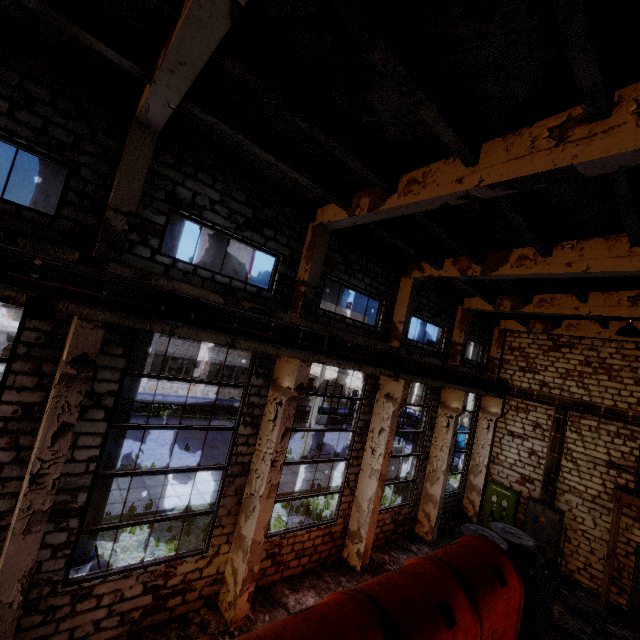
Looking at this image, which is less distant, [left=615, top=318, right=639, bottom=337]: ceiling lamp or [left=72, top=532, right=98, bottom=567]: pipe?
[left=72, top=532, right=98, bottom=567]: pipe

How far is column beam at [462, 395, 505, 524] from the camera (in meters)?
16.16

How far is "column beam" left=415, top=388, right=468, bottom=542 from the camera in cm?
1343

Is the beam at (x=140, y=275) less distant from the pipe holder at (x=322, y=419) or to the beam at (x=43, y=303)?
the beam at (x=43, y=303)

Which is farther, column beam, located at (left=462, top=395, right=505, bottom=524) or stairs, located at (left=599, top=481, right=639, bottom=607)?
column beam, located at (left=462, top=395, right=505, bottom=524)

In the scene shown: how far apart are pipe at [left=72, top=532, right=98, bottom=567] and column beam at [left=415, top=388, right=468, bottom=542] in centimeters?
1180cm

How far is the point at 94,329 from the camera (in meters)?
5.19

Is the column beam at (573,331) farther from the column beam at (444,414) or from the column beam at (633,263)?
the column beam at (633,263)
